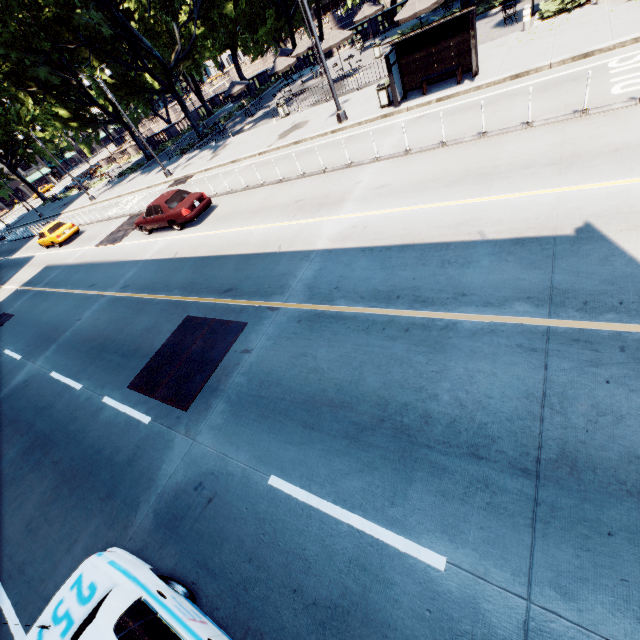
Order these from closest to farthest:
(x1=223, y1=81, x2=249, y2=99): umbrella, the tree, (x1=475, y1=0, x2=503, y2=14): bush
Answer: (x1=475, y1=0, x2=503, y2=14): bush
the tree
(x1=223, y1=81, x2=249, y2=99): umbrella

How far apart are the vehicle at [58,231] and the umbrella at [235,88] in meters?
17.0

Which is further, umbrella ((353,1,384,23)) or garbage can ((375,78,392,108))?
umbrella ((353,1,384,23))

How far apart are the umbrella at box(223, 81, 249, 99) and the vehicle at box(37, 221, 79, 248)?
17.0 meters

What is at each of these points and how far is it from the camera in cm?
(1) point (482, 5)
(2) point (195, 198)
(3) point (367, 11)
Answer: (1) bush, 2098
(2) vehicle, 1505
(3) umbrella, 2753

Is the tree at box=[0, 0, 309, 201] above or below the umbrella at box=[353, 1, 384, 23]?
above

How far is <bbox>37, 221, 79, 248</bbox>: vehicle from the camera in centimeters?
2409cm

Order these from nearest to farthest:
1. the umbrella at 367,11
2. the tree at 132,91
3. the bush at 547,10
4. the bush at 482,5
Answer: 1. the bush at 547,10
2. the bush at 482,5
3. the tree at 132,91
4. the umbrella at 367,11
